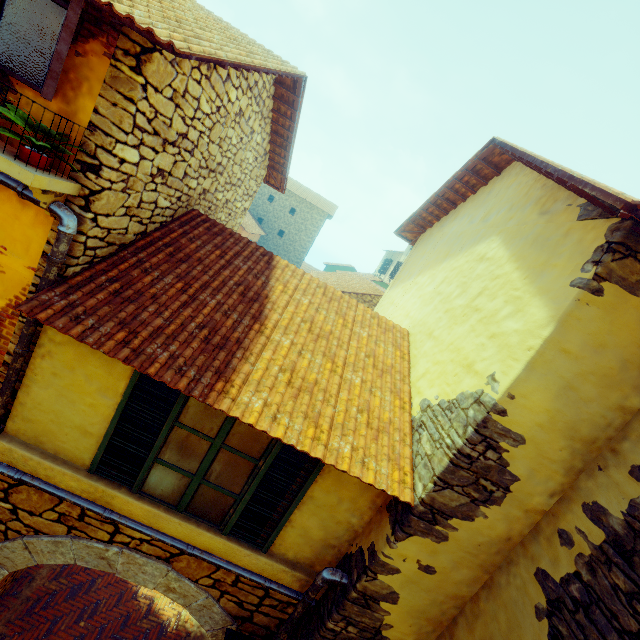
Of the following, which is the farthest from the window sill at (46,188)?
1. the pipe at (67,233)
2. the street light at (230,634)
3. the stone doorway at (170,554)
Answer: the street light at (230,634)

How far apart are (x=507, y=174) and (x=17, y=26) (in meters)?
5.88

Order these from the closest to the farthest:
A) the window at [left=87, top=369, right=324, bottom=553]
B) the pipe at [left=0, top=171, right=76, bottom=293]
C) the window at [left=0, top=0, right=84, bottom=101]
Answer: the window at [left=0, top=0, right=84, bottom=101] → the pipe at [left=0, top=171, right=76, bottom=293] → the window at [left=87, top=369, right=324, bottom=553]

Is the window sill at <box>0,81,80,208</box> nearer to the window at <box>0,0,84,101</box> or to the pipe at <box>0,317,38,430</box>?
the pipe at <box>0,317,38,430</box>

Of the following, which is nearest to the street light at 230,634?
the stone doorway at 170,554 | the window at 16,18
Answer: the stone doorway at 170,554

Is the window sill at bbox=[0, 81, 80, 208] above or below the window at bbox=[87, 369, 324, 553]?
above

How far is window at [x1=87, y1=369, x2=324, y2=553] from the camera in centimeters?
336cm

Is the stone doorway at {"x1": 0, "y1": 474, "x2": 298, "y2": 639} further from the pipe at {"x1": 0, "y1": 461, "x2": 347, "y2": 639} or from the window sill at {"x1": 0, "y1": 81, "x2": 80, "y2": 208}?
the window sill at {"x1": 0, "y1": 81, "x2": 80, "y2": 208}
